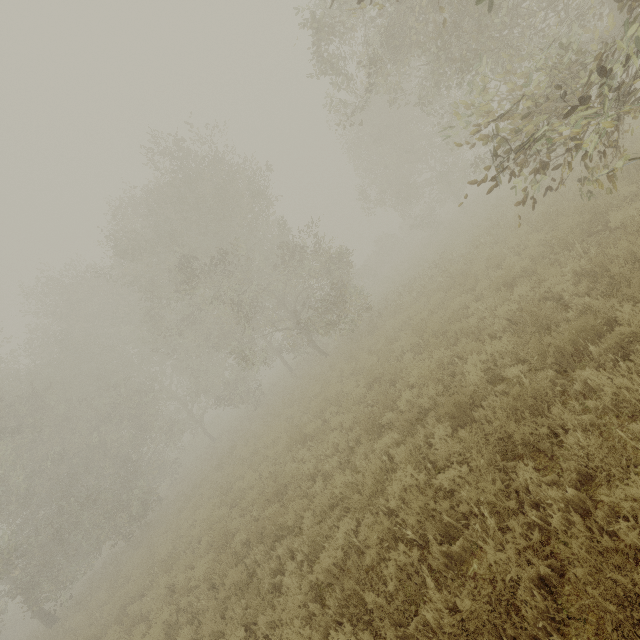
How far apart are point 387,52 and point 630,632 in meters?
12.5
